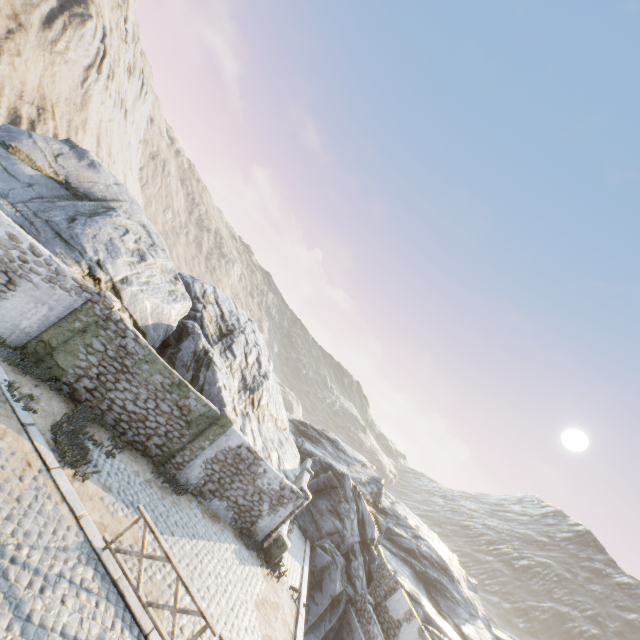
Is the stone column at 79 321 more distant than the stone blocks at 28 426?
Yes

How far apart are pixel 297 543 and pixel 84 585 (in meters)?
15.61

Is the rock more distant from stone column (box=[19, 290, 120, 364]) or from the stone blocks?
stone column (box=[19, 290, 120, 364])

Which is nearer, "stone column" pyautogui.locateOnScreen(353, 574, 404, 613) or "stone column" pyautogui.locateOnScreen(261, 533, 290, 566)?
"stone column" pyautogui.locateOnScreen(261, 533, 290, 566)

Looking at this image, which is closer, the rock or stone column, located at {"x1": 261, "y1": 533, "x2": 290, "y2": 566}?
the rock

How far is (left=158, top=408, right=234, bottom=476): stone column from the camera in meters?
12.6

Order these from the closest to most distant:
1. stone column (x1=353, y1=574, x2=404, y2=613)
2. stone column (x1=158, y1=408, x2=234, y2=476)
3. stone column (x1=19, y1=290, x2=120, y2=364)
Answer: stone column (x1=19, y1=290, x2=120, y2=364), stone column (x1=158, y1=408, x2=234, y2=476), stone column (x1=353, y1=574, x2=404, y2=613)

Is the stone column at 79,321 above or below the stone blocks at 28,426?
above
